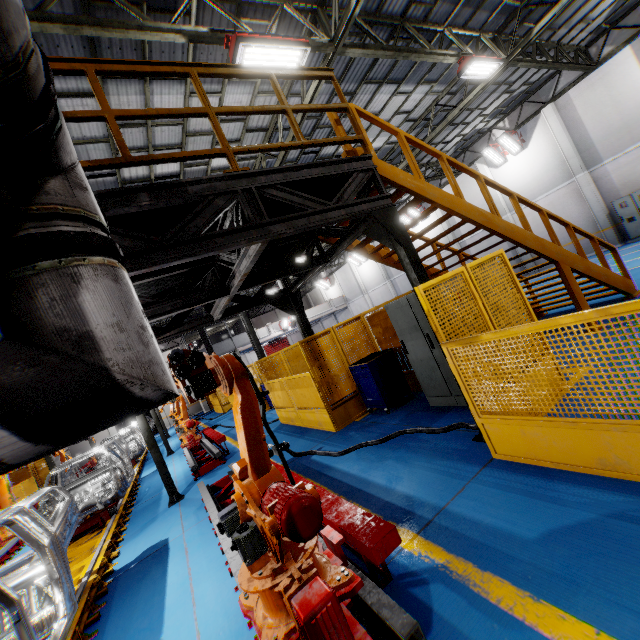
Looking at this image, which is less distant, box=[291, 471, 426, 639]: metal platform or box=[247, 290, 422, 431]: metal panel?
box=[291, 471, 426, 639]: metal platform

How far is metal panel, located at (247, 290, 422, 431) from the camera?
7.5m

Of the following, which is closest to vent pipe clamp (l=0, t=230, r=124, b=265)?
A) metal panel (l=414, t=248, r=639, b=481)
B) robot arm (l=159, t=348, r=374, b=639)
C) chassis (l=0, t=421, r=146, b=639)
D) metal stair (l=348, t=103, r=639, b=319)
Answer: robot arm (l=159, t=348, r=374, b=639)

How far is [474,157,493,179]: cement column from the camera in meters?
19.7 m

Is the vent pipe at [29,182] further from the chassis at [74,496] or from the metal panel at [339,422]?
the metal panel at [339,422]

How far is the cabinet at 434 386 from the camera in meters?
5.6

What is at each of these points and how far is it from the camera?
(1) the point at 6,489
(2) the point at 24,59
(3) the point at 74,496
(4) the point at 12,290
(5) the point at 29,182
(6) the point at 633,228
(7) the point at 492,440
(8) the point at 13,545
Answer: (1) robot arm, 10.34m
(2) vent pipe, 0.95m
(3) chassis, 8.16m
(4) vent pipe, 1.17m
(5) vent pipe, 1.24m
(6) cabinet, 14.99m
(7) metal panel, 3.78m
(8) metal platform, 9.40m

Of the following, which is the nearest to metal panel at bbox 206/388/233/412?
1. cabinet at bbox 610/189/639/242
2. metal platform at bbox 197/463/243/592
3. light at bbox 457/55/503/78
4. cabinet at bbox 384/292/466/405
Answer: cabinet at bbox 384/292/466/405
